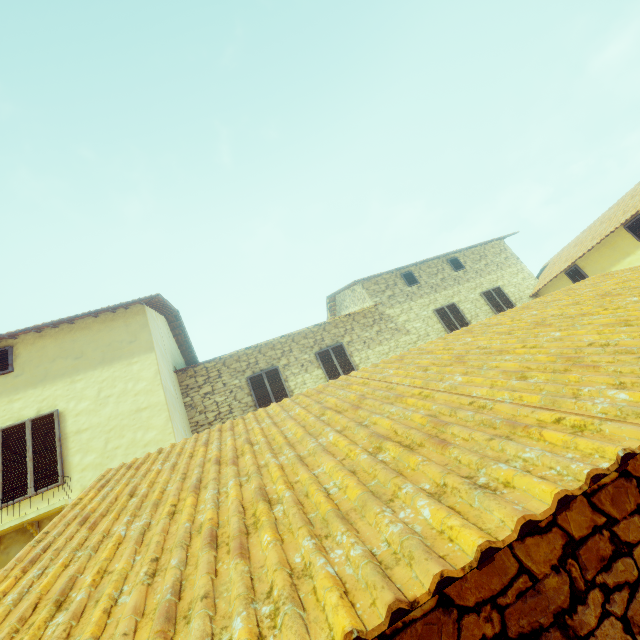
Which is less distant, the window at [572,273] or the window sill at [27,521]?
the window sill at [27,521]

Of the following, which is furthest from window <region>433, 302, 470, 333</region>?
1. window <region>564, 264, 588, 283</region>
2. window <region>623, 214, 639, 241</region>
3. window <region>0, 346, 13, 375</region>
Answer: window <region>0, 346, 13, 375</region>

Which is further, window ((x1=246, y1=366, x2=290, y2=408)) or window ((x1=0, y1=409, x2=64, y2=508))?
window ((x1=246, y1=366, x2=290, y2=408))

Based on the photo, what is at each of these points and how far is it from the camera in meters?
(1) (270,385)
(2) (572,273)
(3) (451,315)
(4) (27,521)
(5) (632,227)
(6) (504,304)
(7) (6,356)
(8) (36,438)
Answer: (1) window, 10.6 m
(2) window, 12.6 m
(3) window, 12.9 m
(4) window sill, 6.1 m
(5) window, 10.4 m
(6) window, 13.5 m
(7) window, 7.8 m
(8) window, 7.0 m

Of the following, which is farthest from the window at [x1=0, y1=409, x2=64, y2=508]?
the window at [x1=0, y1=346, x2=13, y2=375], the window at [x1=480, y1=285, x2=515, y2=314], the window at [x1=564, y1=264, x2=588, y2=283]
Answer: the window at [x1=564, y1=264, x2=588, y2=283]

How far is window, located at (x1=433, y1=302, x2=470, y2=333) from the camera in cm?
1259

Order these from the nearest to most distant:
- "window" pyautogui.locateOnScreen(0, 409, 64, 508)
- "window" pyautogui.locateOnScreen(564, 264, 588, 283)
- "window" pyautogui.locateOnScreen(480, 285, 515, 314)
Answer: "window" pyautogui.locateOnScreen(0, 409, 64, 508) → "window" pyautogui.locateOnScreen(564, 264, 588, 283) → "window" pyautogui.locateOnScreen(480, 285, 515, 314)

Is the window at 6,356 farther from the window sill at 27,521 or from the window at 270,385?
the window at 270,385
